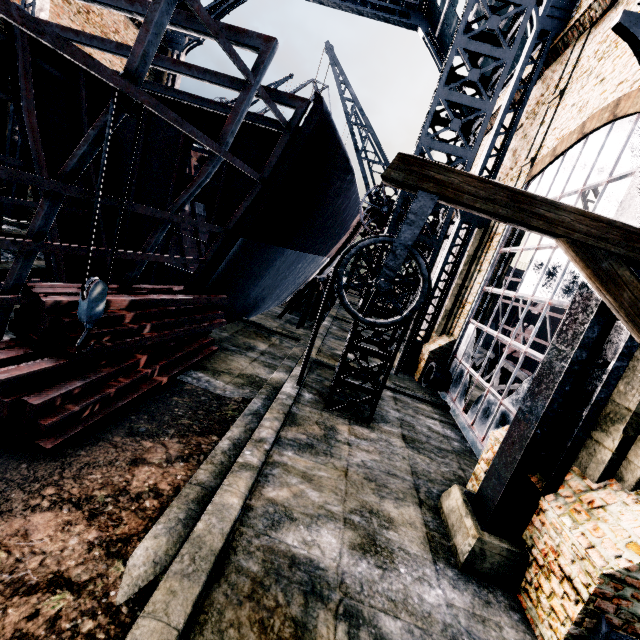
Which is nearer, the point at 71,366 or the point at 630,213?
the point at 630,213

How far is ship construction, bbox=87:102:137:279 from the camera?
6.65m

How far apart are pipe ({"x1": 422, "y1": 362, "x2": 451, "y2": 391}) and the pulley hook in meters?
13.4

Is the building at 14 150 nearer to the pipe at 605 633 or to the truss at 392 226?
the pipe at 605 633

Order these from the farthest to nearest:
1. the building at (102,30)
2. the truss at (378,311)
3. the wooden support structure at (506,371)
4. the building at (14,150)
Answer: the wooden support structure at (506,371) → the building at (14,150) → the building at (102,30) → the truss at (378,311)

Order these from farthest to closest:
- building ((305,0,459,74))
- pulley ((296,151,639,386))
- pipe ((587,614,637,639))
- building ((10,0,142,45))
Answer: building ((305,0,459,74)) → building ((10,0,142,45)) → pipe ((587,614,637,639)) → pulley ((296,151,639,386))

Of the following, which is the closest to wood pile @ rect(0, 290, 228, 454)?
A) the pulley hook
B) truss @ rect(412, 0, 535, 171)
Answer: the pulley hook

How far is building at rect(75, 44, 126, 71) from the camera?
22.4m
